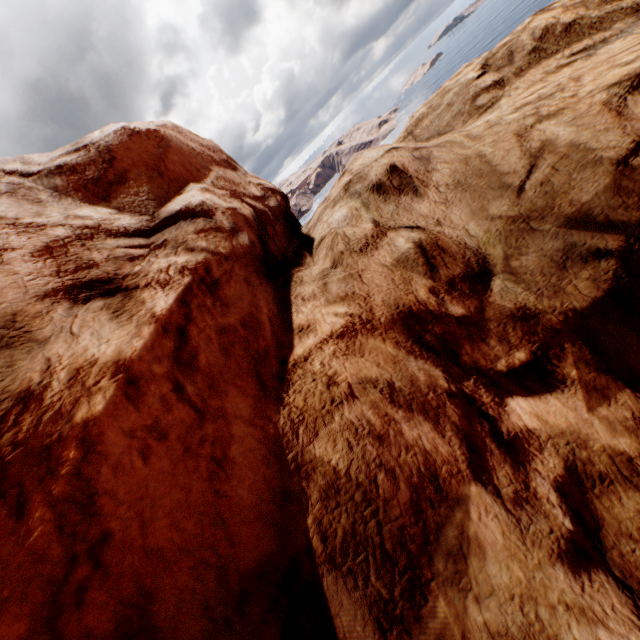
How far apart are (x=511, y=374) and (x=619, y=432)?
A: 1.0m
